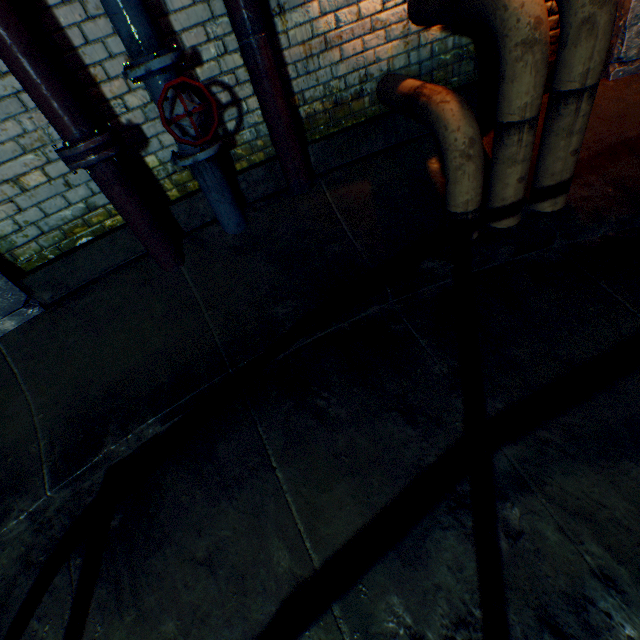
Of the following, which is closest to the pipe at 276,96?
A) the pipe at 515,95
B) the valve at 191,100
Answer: the valve at 191,100

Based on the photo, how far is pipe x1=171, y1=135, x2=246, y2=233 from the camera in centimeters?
216cm

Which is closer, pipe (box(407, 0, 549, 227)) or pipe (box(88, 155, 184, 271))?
pipe (box(407, 0, 549, 227))

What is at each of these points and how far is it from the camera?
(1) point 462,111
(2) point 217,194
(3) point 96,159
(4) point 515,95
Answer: (1) pipe, 1.8m
(2) pipe, 2.4m
(3) pipe end, 1.9m
(4) pipe, 1.7m

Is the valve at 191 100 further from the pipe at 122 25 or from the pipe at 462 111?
the pipe at 462 111

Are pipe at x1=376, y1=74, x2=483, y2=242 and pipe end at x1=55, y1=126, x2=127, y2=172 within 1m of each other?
no

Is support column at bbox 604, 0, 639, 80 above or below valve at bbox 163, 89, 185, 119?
below

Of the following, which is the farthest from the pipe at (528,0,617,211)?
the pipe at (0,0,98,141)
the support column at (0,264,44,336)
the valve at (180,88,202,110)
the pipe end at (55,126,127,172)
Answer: the support column at (0,264,44,336)
